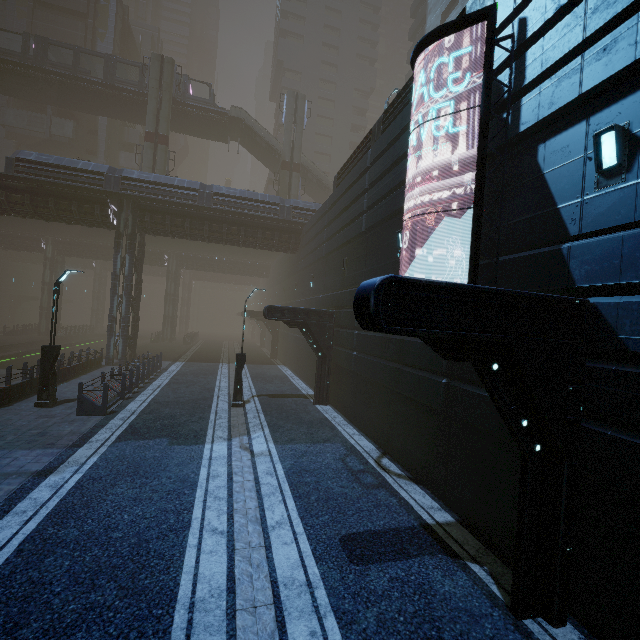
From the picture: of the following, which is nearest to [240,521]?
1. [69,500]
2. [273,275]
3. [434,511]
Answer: [69,500]

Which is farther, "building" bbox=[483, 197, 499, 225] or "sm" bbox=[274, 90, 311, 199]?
"sm" bbox=[274, 90, 311, 199]

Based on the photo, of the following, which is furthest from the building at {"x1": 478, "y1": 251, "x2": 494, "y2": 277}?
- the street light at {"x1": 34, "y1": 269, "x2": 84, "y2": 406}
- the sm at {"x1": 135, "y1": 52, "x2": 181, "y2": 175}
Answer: the sm at {"x1": 135, "y1": 52, "x2": 181, "y2": 175}

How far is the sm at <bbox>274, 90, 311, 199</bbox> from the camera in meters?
36.2

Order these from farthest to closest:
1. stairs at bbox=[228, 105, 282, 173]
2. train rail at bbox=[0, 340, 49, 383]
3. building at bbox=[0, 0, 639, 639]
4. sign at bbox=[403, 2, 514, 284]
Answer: stairs at bbox=[228, 105, 282, 173], train rail at bbox=[0, 340, 49, 383], sign at bbox=[403, 2, 514, 284], building at bbox=[0, 0, 639, 639]

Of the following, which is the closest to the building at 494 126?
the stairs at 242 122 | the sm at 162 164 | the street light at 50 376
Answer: the street light at 50 376

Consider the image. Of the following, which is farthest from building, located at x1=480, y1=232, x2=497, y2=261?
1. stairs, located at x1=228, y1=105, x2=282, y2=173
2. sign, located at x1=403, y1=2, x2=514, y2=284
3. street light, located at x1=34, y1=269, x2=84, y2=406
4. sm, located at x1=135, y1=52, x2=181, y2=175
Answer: sm, located at x1=135, y1=52, x2=181, y2=175

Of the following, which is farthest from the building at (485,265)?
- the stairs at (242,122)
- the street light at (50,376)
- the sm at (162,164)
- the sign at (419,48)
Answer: the sm at (162,164)
